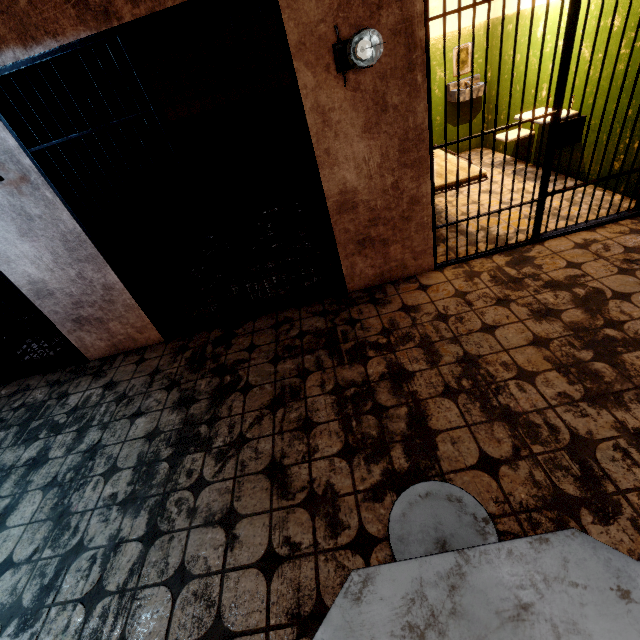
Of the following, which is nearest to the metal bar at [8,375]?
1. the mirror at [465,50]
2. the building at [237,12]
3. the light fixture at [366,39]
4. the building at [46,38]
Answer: the building at [46,38]

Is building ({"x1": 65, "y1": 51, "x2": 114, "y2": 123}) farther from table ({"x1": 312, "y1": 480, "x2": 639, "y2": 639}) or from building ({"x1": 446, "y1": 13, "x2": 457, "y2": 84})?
table ({"x1": 312, "y1": 480, "x2": 639, "y2": 639})

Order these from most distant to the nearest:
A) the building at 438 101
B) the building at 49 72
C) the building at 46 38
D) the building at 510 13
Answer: the building at 438 101 → the building at 510 13 → the building at 49 72 → the building at 46 38

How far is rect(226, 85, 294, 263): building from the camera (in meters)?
4.85

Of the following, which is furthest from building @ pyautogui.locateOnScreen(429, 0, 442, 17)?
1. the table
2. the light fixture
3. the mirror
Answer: the table

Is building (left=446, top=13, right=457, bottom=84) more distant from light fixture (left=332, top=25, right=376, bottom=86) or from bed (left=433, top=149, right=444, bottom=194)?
light fixture (left=332, top=25, right=376, bottom=86)

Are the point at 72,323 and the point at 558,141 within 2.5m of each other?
no

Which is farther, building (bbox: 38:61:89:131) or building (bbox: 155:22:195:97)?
building (bbox: 155:22:195:97)
